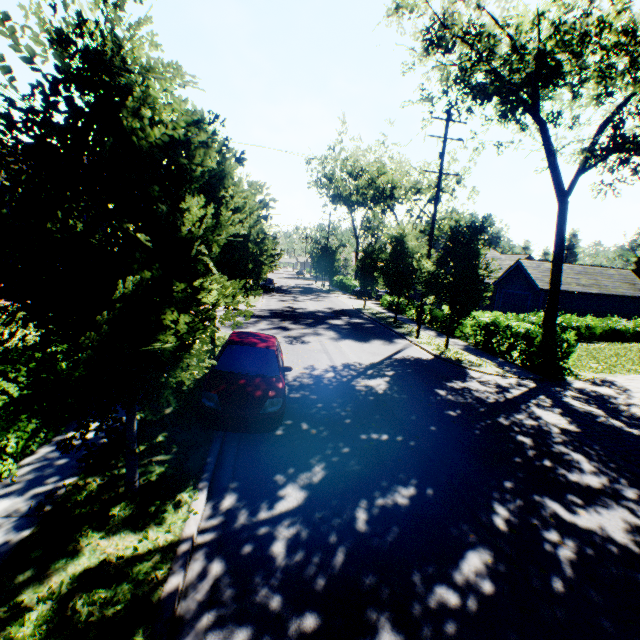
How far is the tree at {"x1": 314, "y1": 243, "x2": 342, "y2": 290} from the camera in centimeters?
4588cm

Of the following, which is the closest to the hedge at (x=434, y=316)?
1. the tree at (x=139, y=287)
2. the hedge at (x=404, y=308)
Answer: the hedge at (x=404, y=308)

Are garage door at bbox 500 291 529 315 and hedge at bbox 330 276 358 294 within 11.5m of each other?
no

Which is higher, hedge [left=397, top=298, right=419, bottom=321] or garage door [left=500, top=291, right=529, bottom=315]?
garage door [left=500, top=291, right=529, bottom=315]

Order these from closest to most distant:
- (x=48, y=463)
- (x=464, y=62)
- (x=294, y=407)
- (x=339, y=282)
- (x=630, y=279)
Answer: (x=48, y=463) → (x=294, y=407) → (x=464, y=62) → (x=630, y=279) → (x=339, y=282)

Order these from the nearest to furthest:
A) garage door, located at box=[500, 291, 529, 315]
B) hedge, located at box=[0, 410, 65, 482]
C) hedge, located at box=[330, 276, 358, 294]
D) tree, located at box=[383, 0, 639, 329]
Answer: hedge, located at box=[0, 410, 65, 482]
tree, located at box=[383, 0, 639, 329]
garage door, located at box=[500, 291, 529, 315]
hedge, located at box=[330, 276, 358, 294]

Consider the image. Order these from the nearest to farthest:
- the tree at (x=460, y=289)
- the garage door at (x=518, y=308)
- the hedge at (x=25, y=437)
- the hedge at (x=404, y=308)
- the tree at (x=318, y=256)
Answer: the hedge at (x=25, y=437) < the tree at (x=460, y=289) < the hedge at (x=404, y=308) < the garage door at (x=518, y=308) < the tree at (x=318, y=256)

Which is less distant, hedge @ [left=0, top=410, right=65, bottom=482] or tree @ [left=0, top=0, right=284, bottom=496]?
tree @ [left=0, top=0, right=284, bottom=496]
